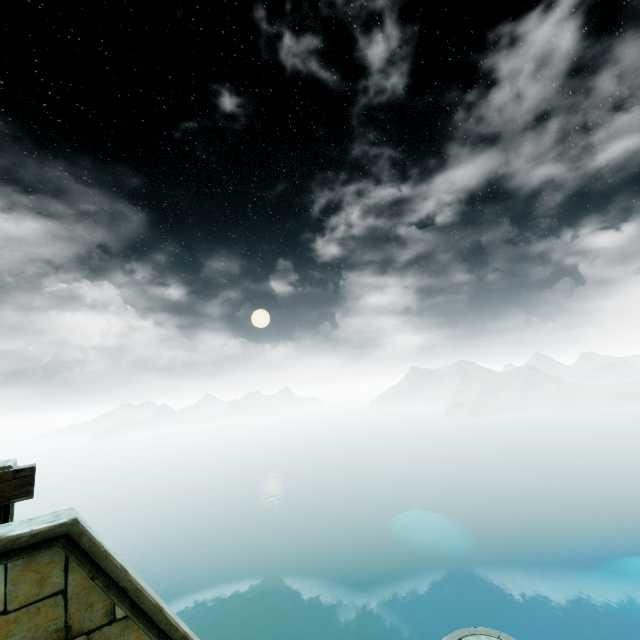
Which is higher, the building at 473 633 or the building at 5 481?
the building at 5 481

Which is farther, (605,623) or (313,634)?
(313,634)

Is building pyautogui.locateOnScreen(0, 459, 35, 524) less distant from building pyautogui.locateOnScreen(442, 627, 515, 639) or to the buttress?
the buttress

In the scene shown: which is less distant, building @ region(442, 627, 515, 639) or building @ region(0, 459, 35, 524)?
building @ region(0, 459, 35, 524)

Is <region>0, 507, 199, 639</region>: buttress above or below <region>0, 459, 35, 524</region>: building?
below

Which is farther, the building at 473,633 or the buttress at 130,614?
the building at 473,633

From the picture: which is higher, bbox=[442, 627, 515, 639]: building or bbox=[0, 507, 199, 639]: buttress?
bbox=[0, 507, 199, 639]: buttress

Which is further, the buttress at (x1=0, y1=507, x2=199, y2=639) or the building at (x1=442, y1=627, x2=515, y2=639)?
the building at (x1=442, y1=627, x2=515, y2=639)
